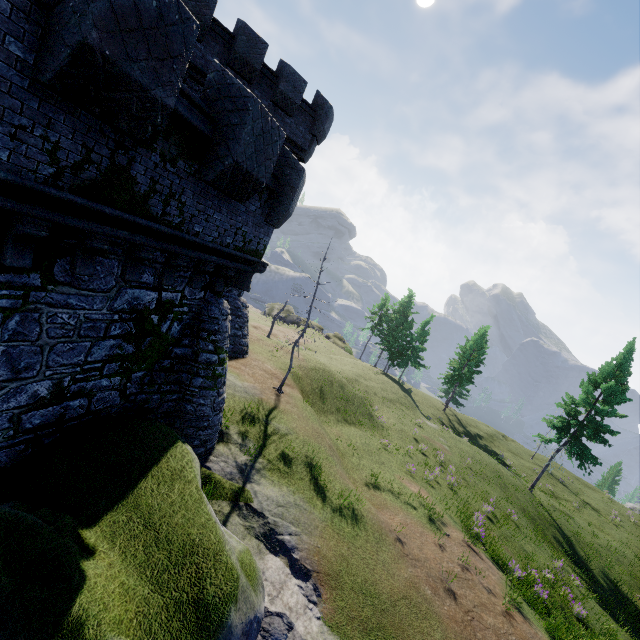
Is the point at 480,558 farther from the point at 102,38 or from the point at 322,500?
the point at 102,38
